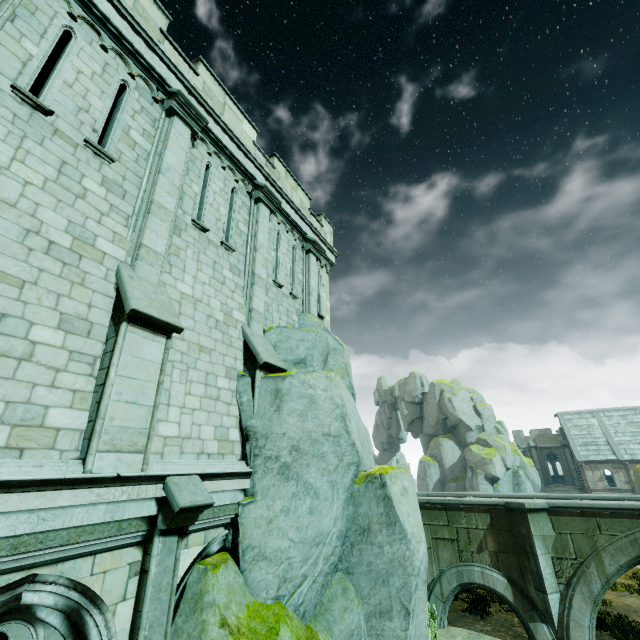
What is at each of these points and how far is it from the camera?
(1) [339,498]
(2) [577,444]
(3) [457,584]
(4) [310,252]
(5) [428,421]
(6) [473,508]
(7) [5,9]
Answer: (1) rock, 7.0m
(2) building, 38.8m
(3) bridge arch, 13.8m
(4) stone column, 12.7m
(5) rock, 48.8m
(6) bridge, 14.6m
(7) stone column, 5.0m

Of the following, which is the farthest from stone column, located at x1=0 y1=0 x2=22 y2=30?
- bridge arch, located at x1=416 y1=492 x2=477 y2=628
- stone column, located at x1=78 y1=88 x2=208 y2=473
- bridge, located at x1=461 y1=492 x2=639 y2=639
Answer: bridge, located at x1=461 y1=492 x2=639 y2=639

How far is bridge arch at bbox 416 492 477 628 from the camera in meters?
13.8 m

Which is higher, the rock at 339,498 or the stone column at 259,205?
the stone column at 259,205

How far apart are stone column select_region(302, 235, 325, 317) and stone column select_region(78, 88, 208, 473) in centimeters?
524cm

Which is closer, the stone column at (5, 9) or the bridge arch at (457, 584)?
the stone column at (5, 9)

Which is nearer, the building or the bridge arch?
the bridge arch

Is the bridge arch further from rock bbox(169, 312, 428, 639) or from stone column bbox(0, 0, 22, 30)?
stone column bbox(0, 0, 22, 30)
